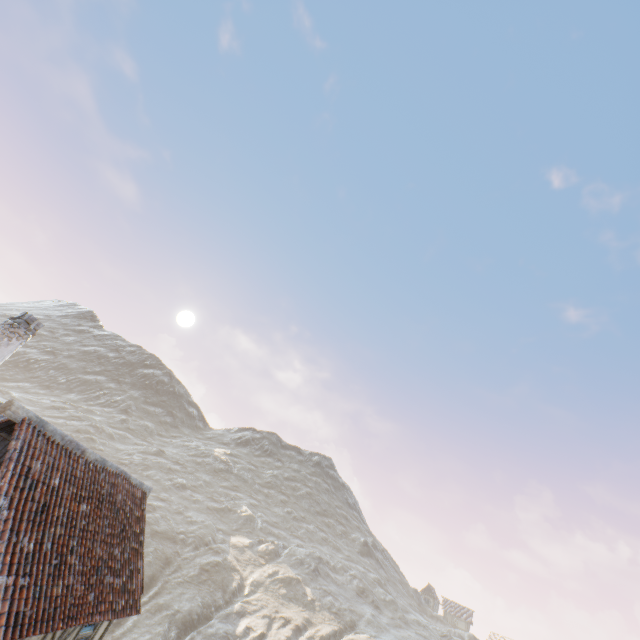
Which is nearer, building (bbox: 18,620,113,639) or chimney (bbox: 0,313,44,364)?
building (bbox: 18,620,113,639)

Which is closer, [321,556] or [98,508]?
[98,508]

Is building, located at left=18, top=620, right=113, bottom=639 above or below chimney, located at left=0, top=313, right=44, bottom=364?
below

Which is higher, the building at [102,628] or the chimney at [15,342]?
the chimney at [15,342]

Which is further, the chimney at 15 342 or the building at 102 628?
the chimney at 15 342
